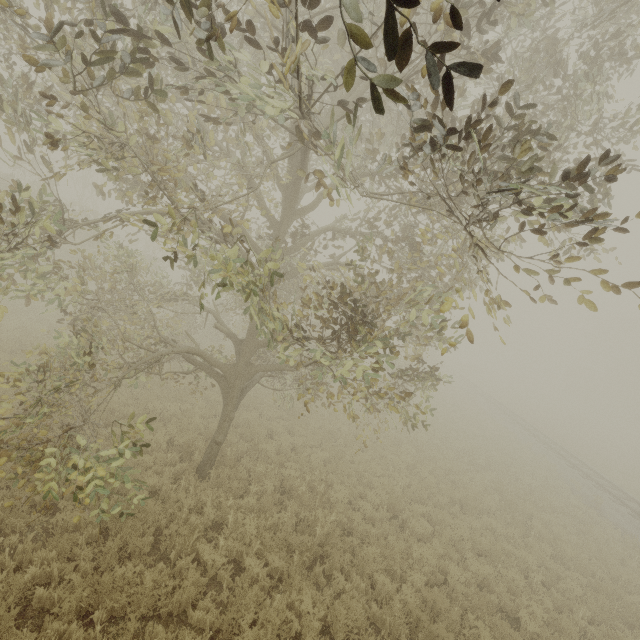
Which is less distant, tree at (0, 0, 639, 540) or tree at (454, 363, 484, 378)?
tree at (0, 0, 639, 540)

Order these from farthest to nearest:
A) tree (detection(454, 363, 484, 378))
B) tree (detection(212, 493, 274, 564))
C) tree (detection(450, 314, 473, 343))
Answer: tree (detection(454, 363, 484, 378)) → tree (detection(212, 493, 274, 564)) → tree (detection(450, 314, 473, 343))

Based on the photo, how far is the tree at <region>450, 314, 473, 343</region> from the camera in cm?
257

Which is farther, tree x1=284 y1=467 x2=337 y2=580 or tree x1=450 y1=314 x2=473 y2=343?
tree x1=284 y1=467 x2=337 y2=580

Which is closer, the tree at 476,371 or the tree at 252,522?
the tree at 252,522

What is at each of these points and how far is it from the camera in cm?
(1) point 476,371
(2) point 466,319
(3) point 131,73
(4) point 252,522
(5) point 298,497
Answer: (1) tree, 5925
(2) tree, 259
(3) tree, 327
(4) tree, 739
(5) tree, 913
